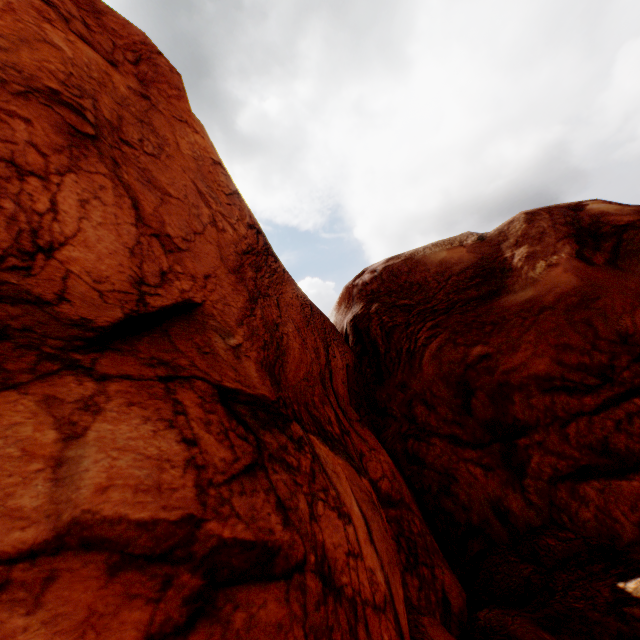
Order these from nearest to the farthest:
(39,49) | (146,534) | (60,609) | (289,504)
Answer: (60,609) < (146,534) < (289,504) < (39,49)
